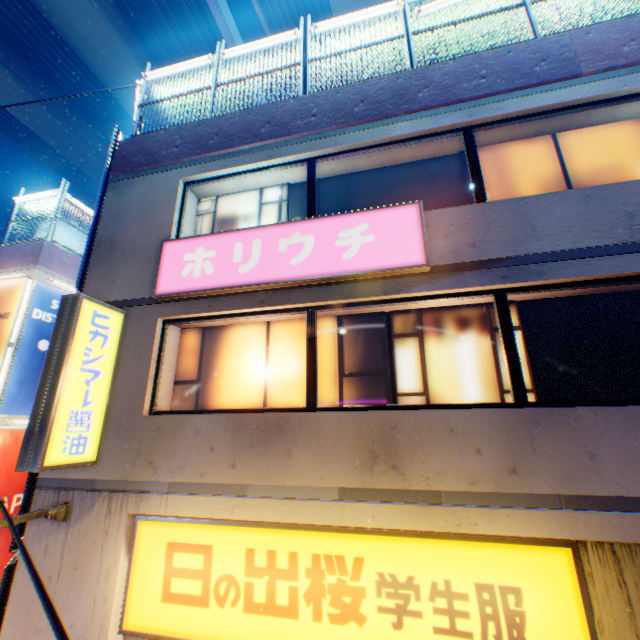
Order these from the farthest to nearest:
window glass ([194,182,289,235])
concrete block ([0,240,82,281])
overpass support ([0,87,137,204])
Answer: overpass support ([0,87,137,204]) < concrete block ([0,240,82,281]) < window glass ([194,182,289,235])

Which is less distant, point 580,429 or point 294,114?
point 580,429

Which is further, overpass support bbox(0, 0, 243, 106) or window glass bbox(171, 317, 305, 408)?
overpass support bbox(0, 0, 243, 106)

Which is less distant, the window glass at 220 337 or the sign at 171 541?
the sign at 171 541

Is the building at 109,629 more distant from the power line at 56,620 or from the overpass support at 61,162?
the overpass support at 61,162

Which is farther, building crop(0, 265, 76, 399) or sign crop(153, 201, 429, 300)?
building crop(0, 265, 76, 399)

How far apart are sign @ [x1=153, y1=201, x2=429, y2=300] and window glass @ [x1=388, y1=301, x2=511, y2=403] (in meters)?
0.57

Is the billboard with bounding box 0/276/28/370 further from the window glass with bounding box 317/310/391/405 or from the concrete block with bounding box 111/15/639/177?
the window glass with bounding box 317/310/391/405
